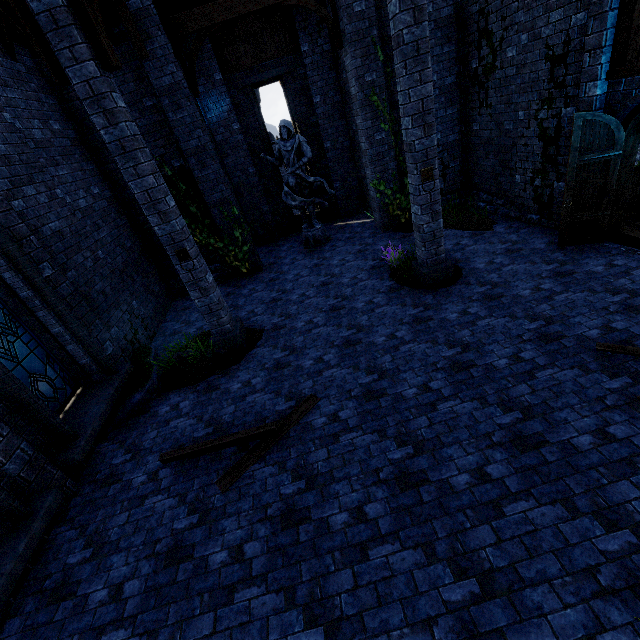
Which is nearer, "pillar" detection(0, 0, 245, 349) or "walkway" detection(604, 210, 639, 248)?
"pillar" detection(0, 0, 245, 349)

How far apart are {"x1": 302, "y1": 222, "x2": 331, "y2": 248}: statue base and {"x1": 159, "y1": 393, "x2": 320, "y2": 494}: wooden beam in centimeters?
734cm

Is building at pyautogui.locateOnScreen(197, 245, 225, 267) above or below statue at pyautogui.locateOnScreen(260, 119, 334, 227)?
below

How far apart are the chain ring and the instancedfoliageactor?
2.1 meters

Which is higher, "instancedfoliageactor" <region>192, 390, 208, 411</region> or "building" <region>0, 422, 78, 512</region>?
"building" <region>0, 422, 78, 512</region>

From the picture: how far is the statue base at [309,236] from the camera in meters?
11.7 m

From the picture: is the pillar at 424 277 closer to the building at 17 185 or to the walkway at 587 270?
the building at 17 185

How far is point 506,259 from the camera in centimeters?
750cm
